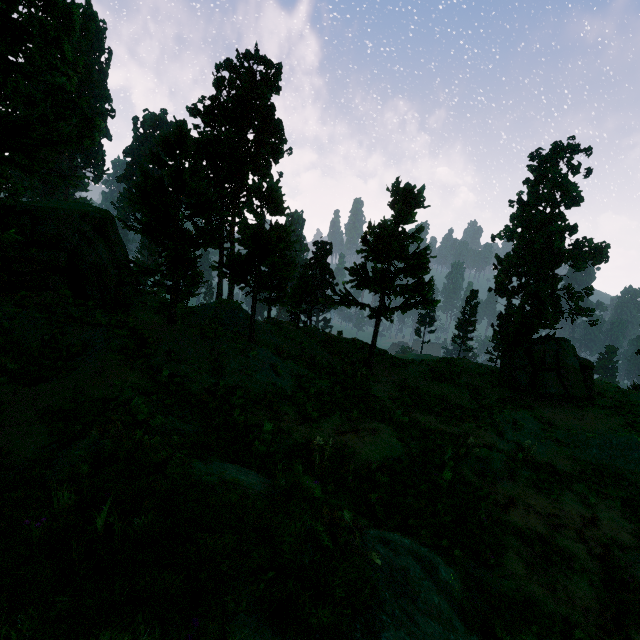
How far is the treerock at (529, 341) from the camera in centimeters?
1839cm

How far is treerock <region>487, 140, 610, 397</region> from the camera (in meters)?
18.39

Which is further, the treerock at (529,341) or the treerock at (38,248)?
the treerock at (529,341)

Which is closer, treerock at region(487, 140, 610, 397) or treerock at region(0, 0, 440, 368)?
treerock at region(0, 0, 440, 368)

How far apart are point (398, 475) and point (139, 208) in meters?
11.1
